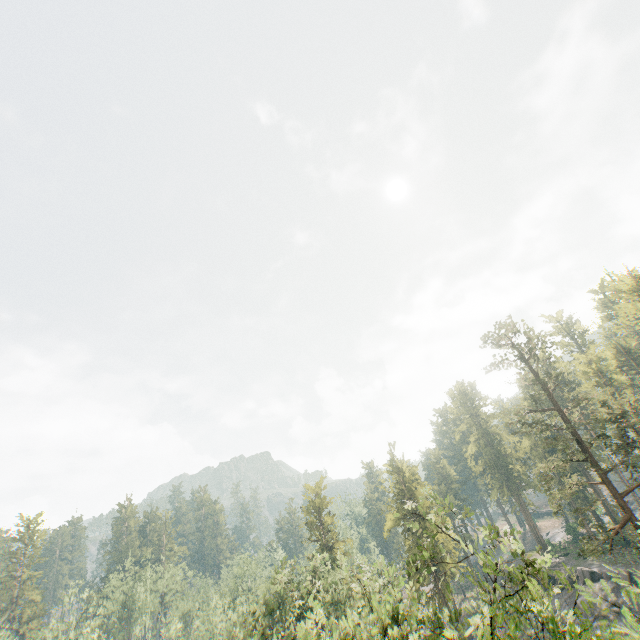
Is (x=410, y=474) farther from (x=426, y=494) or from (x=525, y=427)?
(x=525, y=427)

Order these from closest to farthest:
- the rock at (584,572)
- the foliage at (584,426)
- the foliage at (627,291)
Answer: the foliage at (584,426) → the rock at (584,572) → the foliage at (627,291)

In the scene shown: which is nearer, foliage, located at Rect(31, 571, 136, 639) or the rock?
the rock

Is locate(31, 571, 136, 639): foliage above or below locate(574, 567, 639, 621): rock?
above

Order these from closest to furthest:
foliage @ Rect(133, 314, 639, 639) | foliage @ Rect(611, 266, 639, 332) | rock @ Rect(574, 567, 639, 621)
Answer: foliage @ Rect(133, 314, 639, 639)
rock @ Rect(574, 567, 639, 621)
foliage @ Rect(611, 266, 639, 332)

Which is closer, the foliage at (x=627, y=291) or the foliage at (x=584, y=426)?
the foliage at (x=584, y=426)
